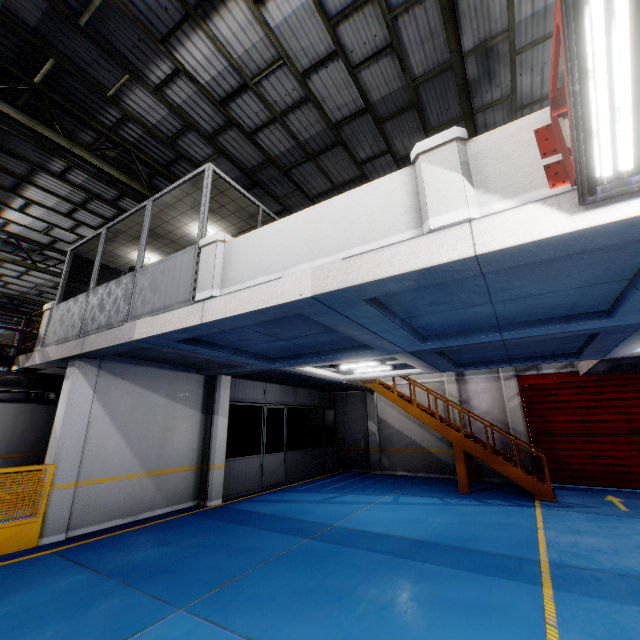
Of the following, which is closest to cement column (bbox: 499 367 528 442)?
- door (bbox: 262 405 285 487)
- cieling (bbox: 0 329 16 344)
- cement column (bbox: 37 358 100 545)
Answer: door (bbox: 262 405 285 487)

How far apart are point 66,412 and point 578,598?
9.71m

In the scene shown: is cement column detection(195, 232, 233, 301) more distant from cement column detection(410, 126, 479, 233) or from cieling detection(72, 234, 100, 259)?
cement column detection(410, 126, 479, 233)

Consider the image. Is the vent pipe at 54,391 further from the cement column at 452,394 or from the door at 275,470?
the cement column at 452,394

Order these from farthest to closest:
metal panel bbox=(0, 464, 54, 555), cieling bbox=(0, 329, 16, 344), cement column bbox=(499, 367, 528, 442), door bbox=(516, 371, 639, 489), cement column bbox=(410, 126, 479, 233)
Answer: cieling bbox=(0, 329, 16, 344), cement column bbox=(499, 367, 528, 442), door bbox=(516, 371, 639, 489), metal panel bbox=(0, 464, 54, 555), cement column bbox=(410, 126, 479, 233)

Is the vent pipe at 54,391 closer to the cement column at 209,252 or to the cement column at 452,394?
the cement column at 209,252

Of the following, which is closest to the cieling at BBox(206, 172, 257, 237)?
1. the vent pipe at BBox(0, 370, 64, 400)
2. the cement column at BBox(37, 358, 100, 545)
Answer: the cement column at BBox(37, 358, 100, 545)

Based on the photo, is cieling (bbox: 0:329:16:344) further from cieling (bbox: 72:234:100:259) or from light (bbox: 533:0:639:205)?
light (bbox: 533:0:639:205)
